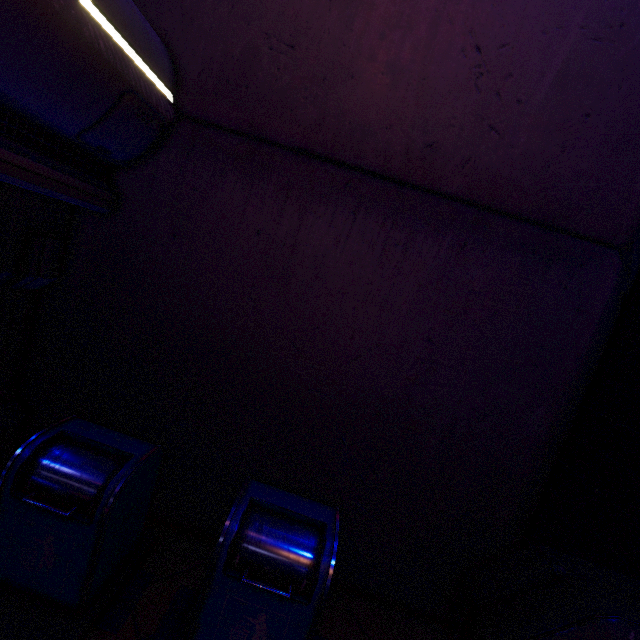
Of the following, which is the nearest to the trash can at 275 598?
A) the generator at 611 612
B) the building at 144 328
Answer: the building at 144 328

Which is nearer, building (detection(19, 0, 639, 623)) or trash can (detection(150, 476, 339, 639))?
trash can (detection(150, 476, 339, 639))

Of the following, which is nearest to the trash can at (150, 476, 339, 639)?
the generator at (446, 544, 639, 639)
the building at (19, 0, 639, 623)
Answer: the building at (19, 0, 639, 623)

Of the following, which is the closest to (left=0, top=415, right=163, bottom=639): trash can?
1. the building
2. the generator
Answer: the building

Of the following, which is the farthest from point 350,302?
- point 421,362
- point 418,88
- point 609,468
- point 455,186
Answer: point 609,468

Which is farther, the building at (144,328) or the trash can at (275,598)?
the building at (144,328)

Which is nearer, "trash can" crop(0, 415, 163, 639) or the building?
"trash can" crop(0, 415, 163, 639)
